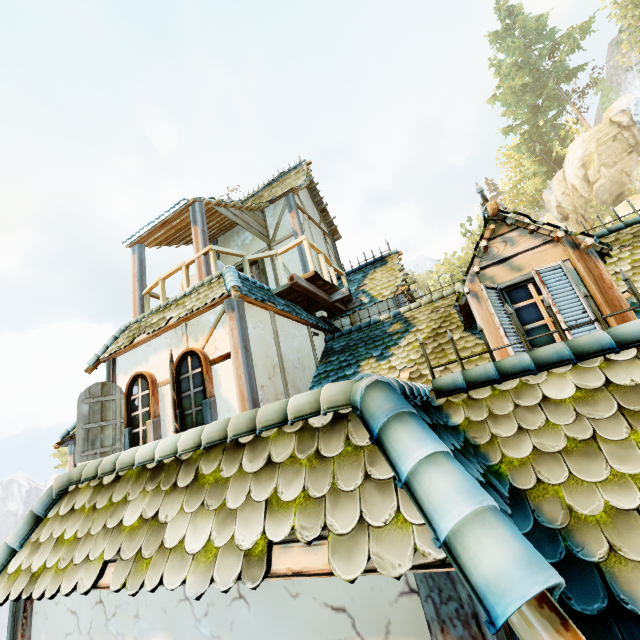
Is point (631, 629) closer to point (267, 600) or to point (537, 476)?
point (537, 476)

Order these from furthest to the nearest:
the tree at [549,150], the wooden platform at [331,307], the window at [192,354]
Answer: the tree at [549,150]
the wooden platform at [331,307]
the window at [192,354]

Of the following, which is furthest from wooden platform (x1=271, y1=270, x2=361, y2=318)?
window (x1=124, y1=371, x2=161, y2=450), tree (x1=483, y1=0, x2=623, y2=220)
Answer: tree (x1=483, y1=0, x2=623, y2=220)

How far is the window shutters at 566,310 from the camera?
3.57m

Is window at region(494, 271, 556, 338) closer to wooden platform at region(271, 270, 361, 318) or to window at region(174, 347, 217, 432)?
wooden platform at region(271, 270, 361, 318)

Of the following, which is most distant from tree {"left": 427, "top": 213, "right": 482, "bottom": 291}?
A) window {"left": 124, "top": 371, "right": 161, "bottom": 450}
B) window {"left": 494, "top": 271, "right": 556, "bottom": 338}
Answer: window {"left": 124, "top": 371, "right": 161, "bottom": 450}

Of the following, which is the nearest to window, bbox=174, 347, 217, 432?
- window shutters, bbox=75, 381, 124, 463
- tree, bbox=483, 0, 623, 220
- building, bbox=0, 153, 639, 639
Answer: building, bbox=0, 153, 639, 639
